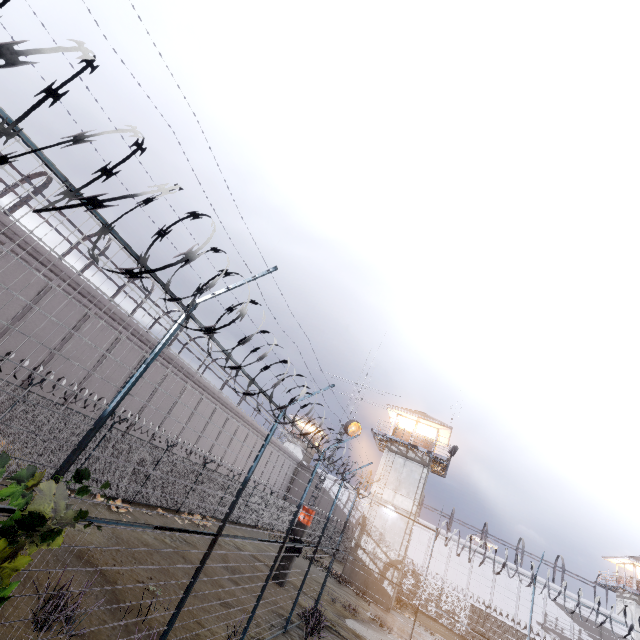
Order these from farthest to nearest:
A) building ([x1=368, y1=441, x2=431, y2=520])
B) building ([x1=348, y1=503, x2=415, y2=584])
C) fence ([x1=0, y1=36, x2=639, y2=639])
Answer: building ([x1=368, y1=441, x2=431, y2=520])
building ([x1=348, y1=503, x2=415, y2=584])
fence ([x1=0, y1=36, x2=639, y2=639])

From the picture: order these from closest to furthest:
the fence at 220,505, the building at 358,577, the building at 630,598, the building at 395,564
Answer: the fence at 220,505 → the building at 358,577 → the building at 395,564 → the building at 630,598

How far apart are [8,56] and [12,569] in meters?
4.4 m

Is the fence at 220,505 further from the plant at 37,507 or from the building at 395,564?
the building at 395,564

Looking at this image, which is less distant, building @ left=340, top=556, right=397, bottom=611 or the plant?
the plant

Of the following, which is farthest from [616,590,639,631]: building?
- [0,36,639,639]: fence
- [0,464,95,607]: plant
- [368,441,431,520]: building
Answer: [0,464,95,607]: plant

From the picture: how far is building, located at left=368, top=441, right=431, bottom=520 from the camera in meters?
27.3
